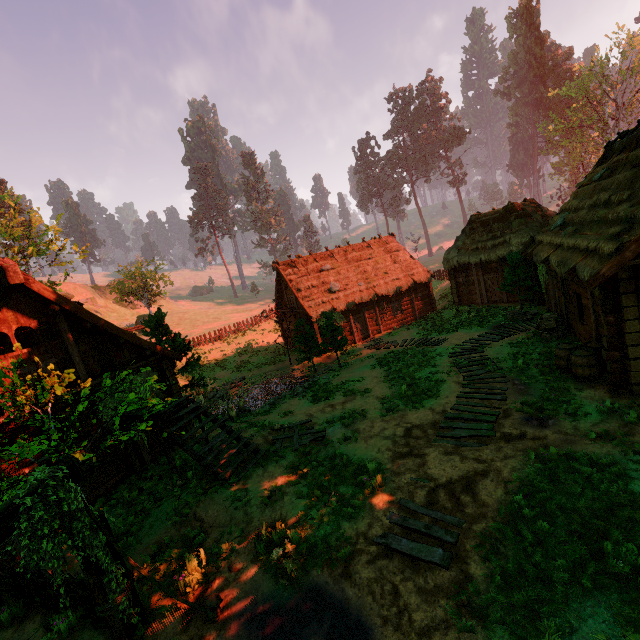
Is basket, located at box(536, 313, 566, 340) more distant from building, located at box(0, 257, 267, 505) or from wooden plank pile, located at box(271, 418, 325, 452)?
wooden plank pile, located at box(271, 418, 325, 452)

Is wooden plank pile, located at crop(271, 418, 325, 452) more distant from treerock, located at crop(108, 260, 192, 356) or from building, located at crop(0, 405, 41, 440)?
treerock, located at crop(108, 260, 192, 356)

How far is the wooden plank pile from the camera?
10.7m

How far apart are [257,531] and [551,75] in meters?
84.4

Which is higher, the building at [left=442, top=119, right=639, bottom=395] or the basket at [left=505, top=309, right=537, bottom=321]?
the building at [left=442, top=119, right=639, bottom=395]

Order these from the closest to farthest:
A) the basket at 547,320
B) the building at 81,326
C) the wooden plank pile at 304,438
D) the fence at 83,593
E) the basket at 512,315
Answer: the fence at 83,593
the building at 81,326
the wooden plank pile at 304,438
the basket at 547,320
the basket at 512,315

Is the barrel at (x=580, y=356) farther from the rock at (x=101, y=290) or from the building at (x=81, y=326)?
the rock at (x=101, y=290)

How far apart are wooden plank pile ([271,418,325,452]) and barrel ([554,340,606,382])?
8.26m
